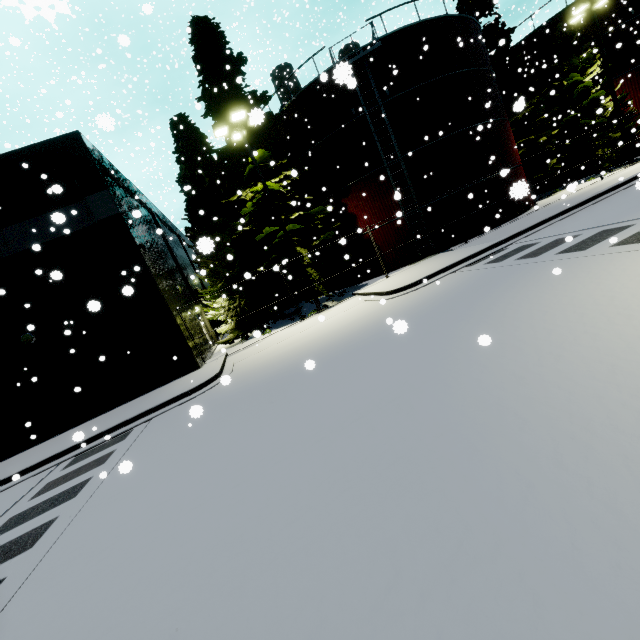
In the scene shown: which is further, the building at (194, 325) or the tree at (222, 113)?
the building at (194, 325)

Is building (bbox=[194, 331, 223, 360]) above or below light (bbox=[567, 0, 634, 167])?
below

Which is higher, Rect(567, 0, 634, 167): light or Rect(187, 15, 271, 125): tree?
Rect(187, 15, 271, 125): tree

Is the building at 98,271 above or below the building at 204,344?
above

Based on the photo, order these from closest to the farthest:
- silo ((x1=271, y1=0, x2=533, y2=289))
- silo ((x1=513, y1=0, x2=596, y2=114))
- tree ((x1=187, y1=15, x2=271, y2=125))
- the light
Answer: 1. tree ((x1=187, y1=15, x2=271, y2=125))
2. silo ((x1=271, y1=0, x2=533, y2=289))
3. the light
4. silo ((x1=513, y1=0, x2=596, y2=114))

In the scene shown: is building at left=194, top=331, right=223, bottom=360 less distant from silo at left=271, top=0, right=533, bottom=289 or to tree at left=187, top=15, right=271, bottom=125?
silo at left=271, top=0, right=533, bottom=289

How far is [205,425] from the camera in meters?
7.6 m

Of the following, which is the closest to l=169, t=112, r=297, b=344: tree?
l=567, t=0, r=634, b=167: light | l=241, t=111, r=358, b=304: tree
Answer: l=241, t=111, r=358, b=304: tree
